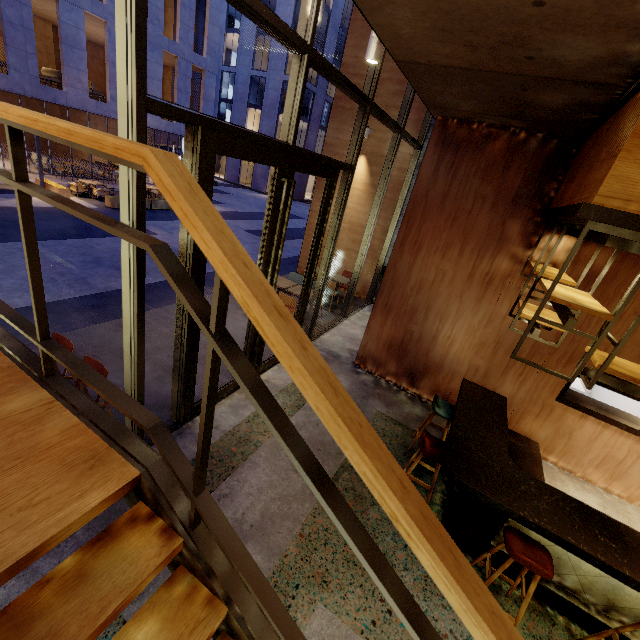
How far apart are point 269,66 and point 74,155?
19.8m

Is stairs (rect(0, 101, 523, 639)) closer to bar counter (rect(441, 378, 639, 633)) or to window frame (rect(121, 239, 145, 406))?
window frame (rect(121, 239, 145, 406))

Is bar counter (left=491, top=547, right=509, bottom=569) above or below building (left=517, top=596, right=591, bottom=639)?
above

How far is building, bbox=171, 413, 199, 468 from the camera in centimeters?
394cm

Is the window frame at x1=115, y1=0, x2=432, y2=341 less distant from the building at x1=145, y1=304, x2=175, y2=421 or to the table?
the building at x1=145, y1=304, x2=175, y2=421

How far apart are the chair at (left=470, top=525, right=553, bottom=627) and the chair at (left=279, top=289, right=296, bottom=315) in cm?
505

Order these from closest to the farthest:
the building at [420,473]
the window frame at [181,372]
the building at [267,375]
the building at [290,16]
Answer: the building at [267,375] → the window frame at [181,372] → the building at [420,473] → the building at [290,16]

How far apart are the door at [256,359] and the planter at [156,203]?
13.6 meters
